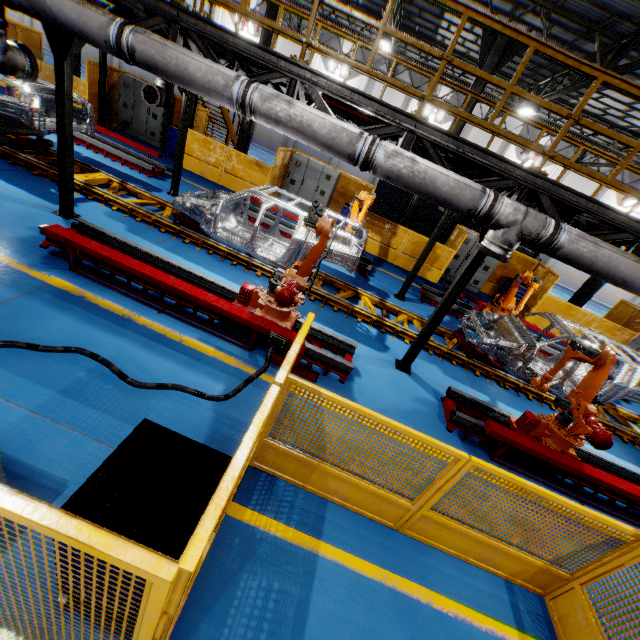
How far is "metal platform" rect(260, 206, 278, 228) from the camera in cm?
1066

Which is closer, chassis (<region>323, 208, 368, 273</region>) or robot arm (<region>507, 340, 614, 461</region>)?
robot arm (<region>507, 340, 614, 461</region>)

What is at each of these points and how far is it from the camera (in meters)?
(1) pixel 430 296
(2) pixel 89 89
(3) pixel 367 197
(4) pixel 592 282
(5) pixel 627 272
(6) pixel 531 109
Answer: (1) metal platform, 10.73
(2) metal panel, 12.90
(3) robot arm, 9.44
(4) metal pole, 13.21
(5) vent pipe, 4.77
(6) light, 15.00

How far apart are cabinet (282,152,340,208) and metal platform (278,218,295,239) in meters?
3.1 m

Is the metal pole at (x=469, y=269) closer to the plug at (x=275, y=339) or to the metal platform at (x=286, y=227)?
the plug at (x=275, y=339)

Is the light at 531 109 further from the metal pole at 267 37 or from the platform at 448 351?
the platform at 448 351

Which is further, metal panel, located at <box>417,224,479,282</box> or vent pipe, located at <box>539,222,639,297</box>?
metal panel, located at <box>417,224,479,282</box>

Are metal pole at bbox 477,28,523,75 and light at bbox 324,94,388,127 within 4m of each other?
no
